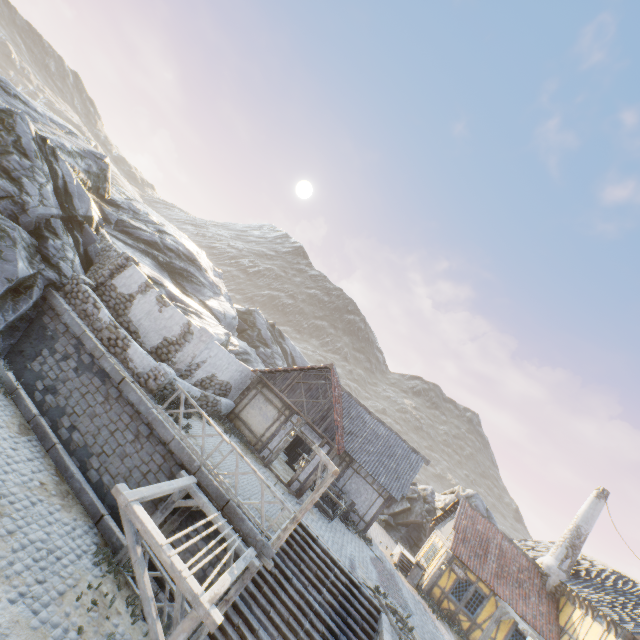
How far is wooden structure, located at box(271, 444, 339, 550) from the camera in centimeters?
980cm

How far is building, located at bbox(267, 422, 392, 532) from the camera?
15.8m

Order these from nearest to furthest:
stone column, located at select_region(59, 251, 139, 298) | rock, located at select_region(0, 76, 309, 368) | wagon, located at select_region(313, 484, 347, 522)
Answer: rock, located at select_region(0, 76, 309, 368)
stone column, located at select_region(59, 251, 139, 298)
wagon, located at select_region(313, 484, 347, 522)

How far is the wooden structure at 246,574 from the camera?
9.1 meters

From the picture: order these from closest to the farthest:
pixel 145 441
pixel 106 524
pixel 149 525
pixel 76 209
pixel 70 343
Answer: pixel 149 525
pixel 106 524
pixel 145 441
pixel 70 343
pixel 76 209

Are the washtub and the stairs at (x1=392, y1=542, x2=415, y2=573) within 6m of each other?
yes

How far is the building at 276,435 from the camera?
16.5 meters

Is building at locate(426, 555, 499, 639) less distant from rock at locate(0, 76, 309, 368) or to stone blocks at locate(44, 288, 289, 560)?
stone blocks at locate(44, 288, 289, 560)
